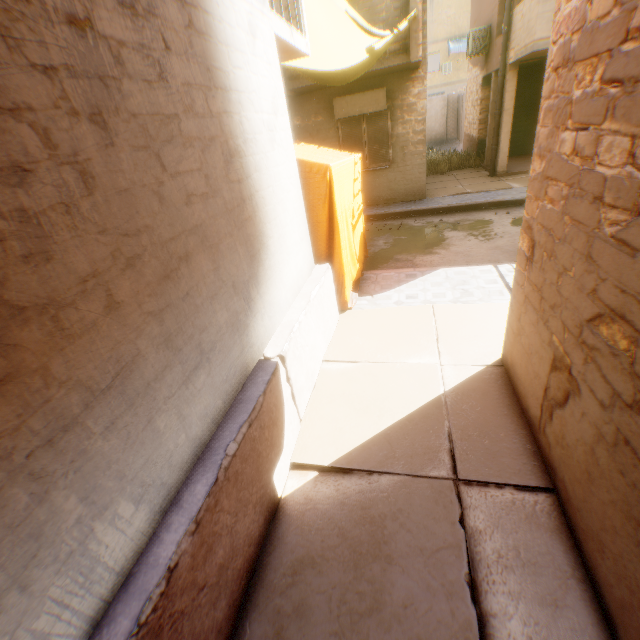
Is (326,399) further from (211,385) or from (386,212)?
(386,212)

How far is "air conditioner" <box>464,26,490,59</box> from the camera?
12.57m

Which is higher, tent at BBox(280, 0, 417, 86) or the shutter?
tent at BBox(280, 0, 417, 86)

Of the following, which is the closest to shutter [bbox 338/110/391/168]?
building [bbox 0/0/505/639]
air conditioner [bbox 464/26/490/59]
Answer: building [bbox 0/0/505/639]

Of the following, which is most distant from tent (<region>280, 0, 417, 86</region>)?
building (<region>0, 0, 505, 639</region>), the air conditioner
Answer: the air conditioner

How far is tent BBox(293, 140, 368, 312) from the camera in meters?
4.1

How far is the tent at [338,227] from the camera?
4.1 meters

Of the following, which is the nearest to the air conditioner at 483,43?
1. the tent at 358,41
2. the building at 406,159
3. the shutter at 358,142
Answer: the building at 406,159
